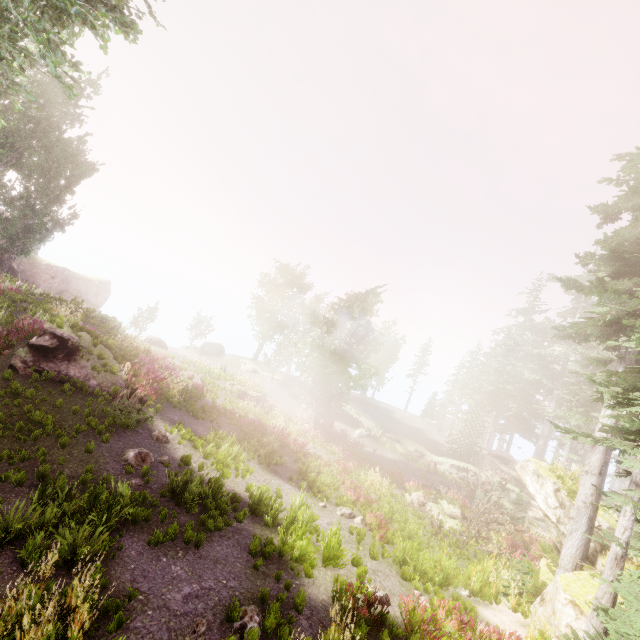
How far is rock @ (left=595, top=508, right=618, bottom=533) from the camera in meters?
13.6 m

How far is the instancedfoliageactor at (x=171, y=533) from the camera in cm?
780

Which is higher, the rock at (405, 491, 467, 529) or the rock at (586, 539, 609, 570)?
the rock at (586, 539, 609, 570)

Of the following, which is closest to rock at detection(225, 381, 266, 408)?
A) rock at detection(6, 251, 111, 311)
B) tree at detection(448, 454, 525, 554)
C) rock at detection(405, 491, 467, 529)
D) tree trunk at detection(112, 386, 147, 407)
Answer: rock at detection(405, 491, 467, 529)

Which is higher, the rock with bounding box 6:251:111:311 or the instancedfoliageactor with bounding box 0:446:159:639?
the rock with bounding box 6:251:111:311

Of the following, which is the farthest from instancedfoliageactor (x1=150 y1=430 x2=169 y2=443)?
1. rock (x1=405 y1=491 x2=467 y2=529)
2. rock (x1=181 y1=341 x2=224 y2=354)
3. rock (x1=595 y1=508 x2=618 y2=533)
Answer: rock (x1=405 y1=491 x2=467 y2=529)

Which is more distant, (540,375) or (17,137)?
(540,375)

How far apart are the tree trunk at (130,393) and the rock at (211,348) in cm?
3224
